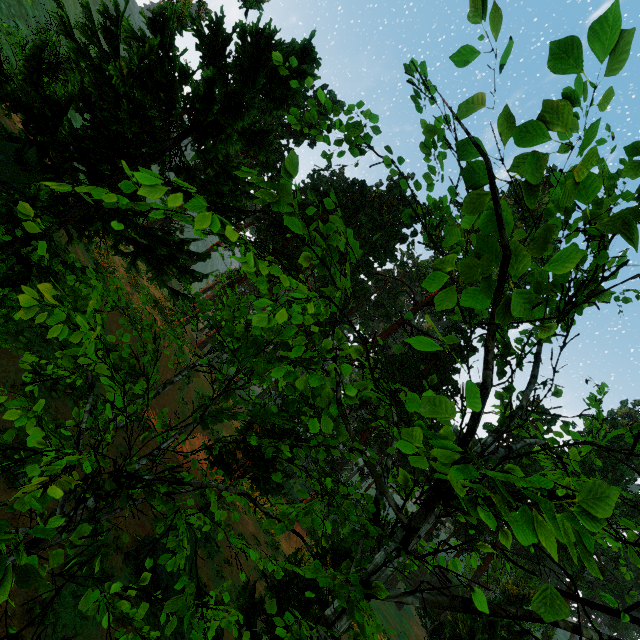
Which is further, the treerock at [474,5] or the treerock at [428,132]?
the treerock at [428,132]

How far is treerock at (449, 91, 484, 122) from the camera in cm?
310

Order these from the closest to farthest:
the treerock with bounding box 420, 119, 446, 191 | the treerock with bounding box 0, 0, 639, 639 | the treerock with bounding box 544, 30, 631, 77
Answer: the treerock with bounding box 544, 30, 631, 77
the treerock with bounding box 0, 0, 639, 639
the treerock with bounding box 420, 119, 446, 191

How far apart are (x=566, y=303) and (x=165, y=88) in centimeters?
1086cm

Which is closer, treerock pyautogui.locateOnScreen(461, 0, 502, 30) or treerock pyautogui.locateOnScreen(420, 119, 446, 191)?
treerock pyautogui.locateOnScreen(461, 0, 502, 30)

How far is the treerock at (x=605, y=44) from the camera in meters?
2.0

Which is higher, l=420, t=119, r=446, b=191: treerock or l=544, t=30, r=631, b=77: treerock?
l=420, t=119, r=446, b=191: treerock
